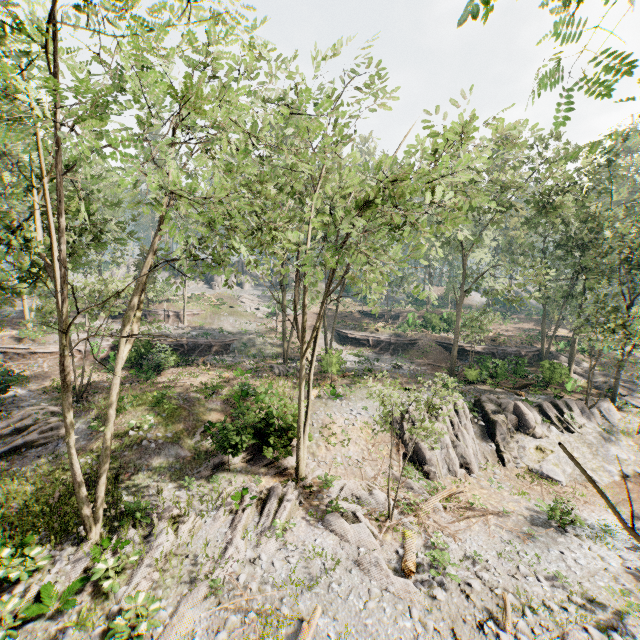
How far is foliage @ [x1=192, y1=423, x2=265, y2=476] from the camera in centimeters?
1573cm

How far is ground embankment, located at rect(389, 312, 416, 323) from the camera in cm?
4319

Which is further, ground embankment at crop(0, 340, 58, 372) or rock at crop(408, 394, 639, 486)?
ground embankment at crop(0, 340, 58, 372)

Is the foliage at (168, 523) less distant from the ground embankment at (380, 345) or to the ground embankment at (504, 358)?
the ground embankment at (504, 358)

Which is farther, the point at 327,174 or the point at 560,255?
the point at 560,255

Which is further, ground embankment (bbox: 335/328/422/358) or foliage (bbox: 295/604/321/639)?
ground embankment (bbox: 335/328/422/358)

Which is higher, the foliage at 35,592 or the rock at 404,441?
the rock at 404,441
